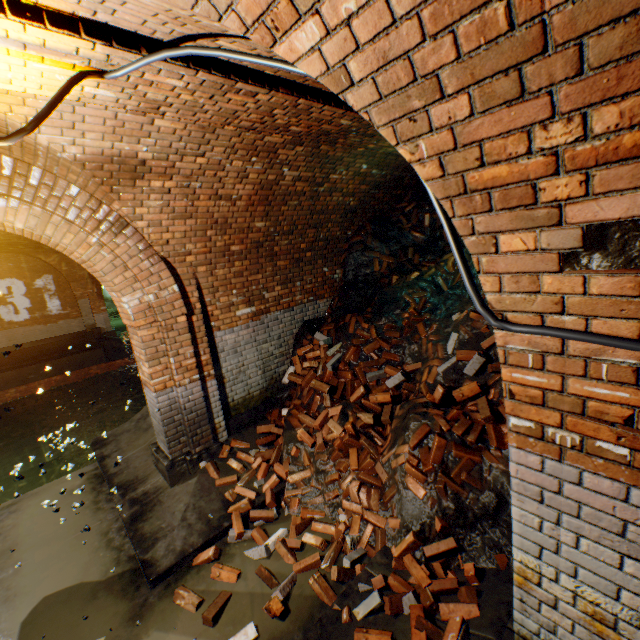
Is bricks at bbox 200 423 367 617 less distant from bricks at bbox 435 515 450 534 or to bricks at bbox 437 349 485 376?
bricks at bbox 435 515 450 534

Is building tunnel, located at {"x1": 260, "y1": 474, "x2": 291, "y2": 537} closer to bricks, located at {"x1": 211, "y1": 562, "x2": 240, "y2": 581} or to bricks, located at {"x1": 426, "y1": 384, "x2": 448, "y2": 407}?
bricks, located at {"x1": 211, "y1": 562, "x2": 240, "y2": 581}

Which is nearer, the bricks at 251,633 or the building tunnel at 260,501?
the bricks at 251,633

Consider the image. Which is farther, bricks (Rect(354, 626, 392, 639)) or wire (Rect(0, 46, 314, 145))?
bricks (Rect(354, 626, 392, 639))

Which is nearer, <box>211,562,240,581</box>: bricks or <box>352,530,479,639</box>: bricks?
<box>352,530,479,639</box>: bricks

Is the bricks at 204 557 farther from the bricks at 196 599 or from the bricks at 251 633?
the bricks at 251 633

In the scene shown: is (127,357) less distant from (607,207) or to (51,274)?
(51,274)

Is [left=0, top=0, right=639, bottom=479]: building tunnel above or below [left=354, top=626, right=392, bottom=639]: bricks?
above
